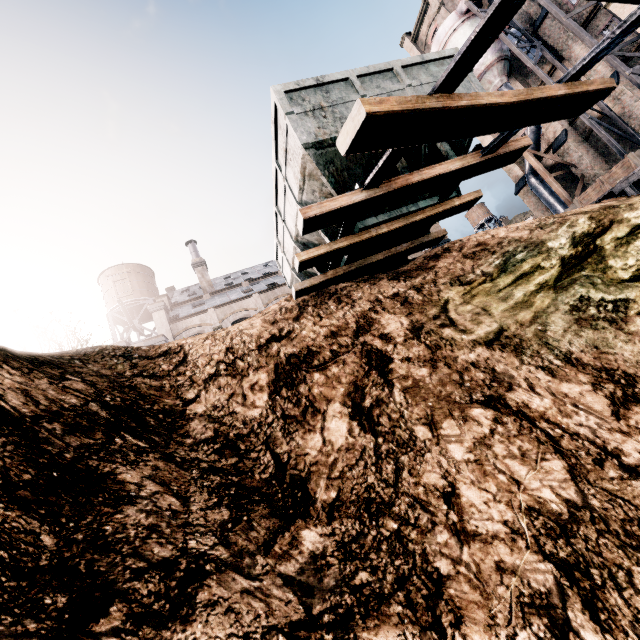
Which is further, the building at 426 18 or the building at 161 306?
the building at 426 18

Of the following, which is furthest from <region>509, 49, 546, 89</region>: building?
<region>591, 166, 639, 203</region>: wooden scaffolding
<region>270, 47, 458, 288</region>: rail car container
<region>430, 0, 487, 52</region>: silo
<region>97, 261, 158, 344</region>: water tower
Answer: <region>97, 261, 158, 344</region>: water tower

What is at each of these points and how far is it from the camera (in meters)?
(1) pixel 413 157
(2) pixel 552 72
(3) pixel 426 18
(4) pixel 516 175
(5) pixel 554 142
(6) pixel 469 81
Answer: (1) rail car container, 7.81
(2) building, 27.62
(3) building, 36.56
(4) building, 32.59
(5) building, 28.22
(6) rail car container, 7.94

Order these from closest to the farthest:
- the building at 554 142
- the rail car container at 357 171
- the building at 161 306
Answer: the rail car container at 357 171 < the building at 554 142 < the building at 161 306

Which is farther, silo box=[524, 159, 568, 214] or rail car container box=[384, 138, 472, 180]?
silo box=[524, 159, 568, 214]

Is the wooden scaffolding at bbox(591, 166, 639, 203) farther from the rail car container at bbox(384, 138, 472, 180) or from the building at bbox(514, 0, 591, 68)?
the rail car container at bbox(384, 138, 472, 180)

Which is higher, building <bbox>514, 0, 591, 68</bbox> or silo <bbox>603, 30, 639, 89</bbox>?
building <bbox>514, 0, 591, 68</bbox>

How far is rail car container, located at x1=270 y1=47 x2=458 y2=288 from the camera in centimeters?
695cm
